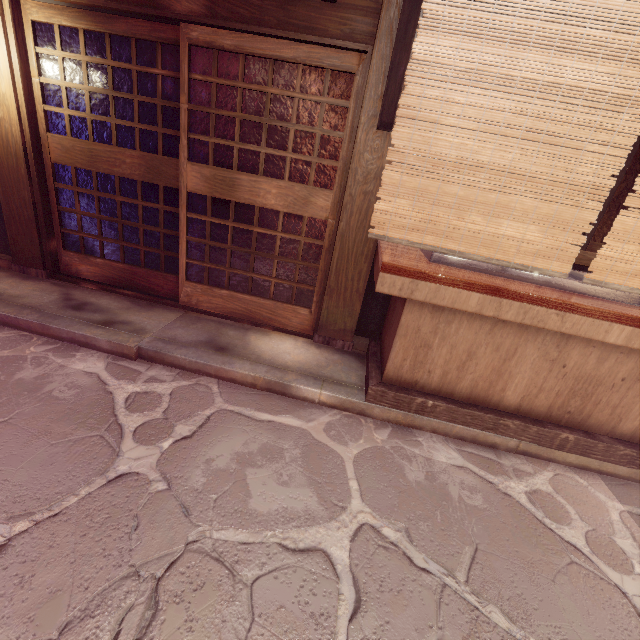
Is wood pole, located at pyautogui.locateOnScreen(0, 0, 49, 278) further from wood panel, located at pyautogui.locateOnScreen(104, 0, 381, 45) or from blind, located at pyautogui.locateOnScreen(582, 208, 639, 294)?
blind, located at pyautogui.locateOnScreen(582, 208, 639, 294)

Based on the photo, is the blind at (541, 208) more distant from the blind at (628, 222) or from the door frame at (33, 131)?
the door frame at (33, 131)

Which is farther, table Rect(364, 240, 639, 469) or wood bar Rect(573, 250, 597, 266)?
wood bar Rect(573, 250, 597, 266)

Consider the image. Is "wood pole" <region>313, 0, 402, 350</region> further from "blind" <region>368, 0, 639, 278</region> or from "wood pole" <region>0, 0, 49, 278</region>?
"wood pole" <region>0, 0, 49, 278</region>

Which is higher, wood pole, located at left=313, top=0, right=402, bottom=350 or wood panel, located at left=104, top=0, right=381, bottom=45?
wood panel, located at left=104, top=0, right=381, bottom=45

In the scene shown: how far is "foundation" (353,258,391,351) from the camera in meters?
6.7 m

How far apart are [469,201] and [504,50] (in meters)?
1.38

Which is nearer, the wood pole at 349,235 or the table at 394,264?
the table at 394,264
